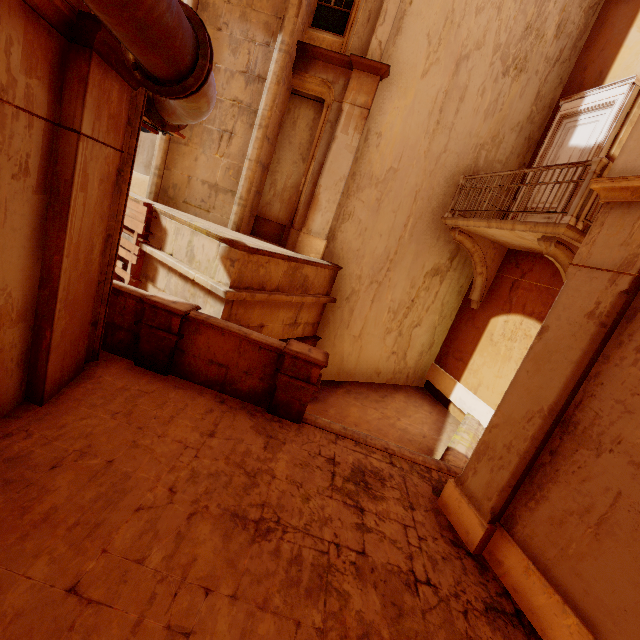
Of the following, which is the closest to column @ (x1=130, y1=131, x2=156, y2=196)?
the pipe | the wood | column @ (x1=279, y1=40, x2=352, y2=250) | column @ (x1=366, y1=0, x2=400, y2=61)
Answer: the wood

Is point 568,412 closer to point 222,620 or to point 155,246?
point 222,620

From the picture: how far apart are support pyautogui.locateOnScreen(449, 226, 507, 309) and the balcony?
0.2 meters

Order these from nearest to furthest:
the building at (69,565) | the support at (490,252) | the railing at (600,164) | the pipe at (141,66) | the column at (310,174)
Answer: the pipe at (141,66)
the building at (69,565)
the railing at (600,164)
the column at (310,174)
the support at (490,252)

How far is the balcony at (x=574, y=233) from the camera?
5.6 meters

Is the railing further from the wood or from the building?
the wood

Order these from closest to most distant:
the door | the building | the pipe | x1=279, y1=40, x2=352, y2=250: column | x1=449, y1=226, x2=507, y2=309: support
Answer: the pipe
the building
the door
x1=279, y1=40, x2=352, y2=250: column
x1=449, y1=226, x2=507, y2=309: support

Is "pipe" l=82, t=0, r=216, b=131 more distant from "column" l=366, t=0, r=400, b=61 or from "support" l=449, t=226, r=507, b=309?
"support" l=449, t=226, r=507, b=309
